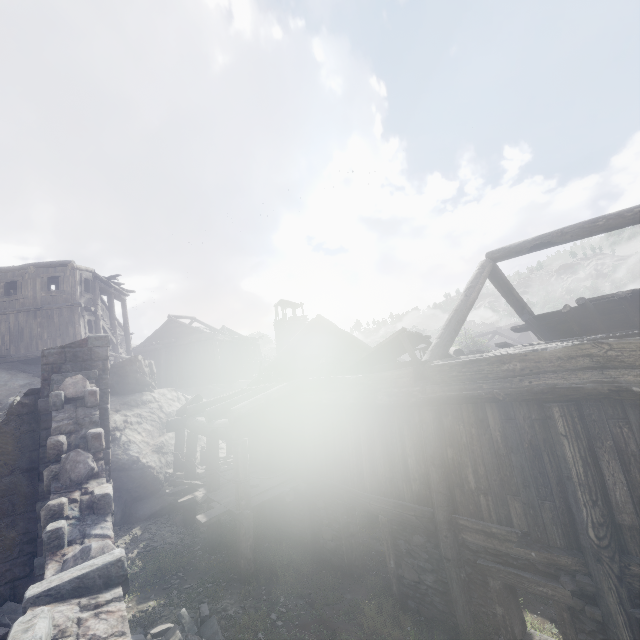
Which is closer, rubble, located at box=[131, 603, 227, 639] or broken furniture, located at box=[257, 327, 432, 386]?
rubble, located at box=[131, 603, 227, 639]

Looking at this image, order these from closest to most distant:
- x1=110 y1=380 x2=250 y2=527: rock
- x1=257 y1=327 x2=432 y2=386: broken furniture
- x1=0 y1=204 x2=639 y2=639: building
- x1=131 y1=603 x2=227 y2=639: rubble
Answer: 1. x1=0 y1=204 x2=639 y2=639: building
2. x1=131 y1=603 x2=227 y2=639: rubble
3. x1=257 y1=327 x2=432 y2=386: broken furniture
4. x1=110 y1=380 x2=250 y2=527: rock

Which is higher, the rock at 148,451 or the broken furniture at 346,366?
the broken furniture at 346,366

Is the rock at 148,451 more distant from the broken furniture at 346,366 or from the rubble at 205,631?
the broken furniture at 346,366

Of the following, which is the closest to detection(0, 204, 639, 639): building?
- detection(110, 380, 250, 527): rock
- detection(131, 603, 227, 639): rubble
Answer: detection(110, 380, 250, 527): rock

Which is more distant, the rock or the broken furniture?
the rock

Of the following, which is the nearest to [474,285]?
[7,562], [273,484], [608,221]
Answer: [608,221]

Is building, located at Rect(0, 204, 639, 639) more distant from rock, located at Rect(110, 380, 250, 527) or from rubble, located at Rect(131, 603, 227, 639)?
rubble, located at Rect(131, 603, 227, 639)
